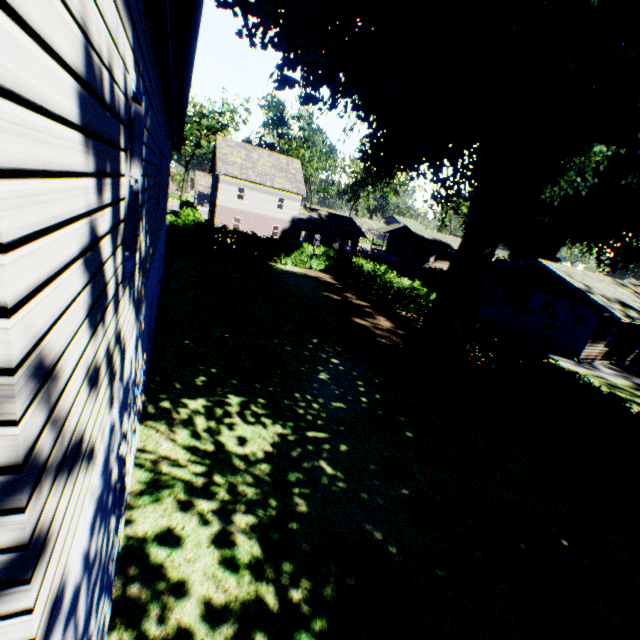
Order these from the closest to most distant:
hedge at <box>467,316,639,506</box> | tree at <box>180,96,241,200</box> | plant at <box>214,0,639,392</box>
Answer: plant at <box>214,0,639,392</box>, hedge at <box>467,316,639,506</box>, tree at <box>180,96,241,200</box>

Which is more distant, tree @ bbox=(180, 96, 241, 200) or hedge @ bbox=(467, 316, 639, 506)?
tree @ bbox=(180, 96, 241, 200)

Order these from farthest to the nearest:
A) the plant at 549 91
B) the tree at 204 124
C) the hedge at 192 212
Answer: the tree at 204 124
the hedge at 192 212
the plant at 549 91

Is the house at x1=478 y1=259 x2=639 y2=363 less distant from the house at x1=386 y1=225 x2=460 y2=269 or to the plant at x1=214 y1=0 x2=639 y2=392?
the plant at x1=214 y1=0 x2=639 y2=392

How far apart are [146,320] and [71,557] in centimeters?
554cm

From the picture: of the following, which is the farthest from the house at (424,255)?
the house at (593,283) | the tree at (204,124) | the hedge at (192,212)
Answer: the tree at (204,124)

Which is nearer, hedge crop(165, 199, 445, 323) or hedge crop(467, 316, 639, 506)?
hedge crop(467, 316, 639, 506)
